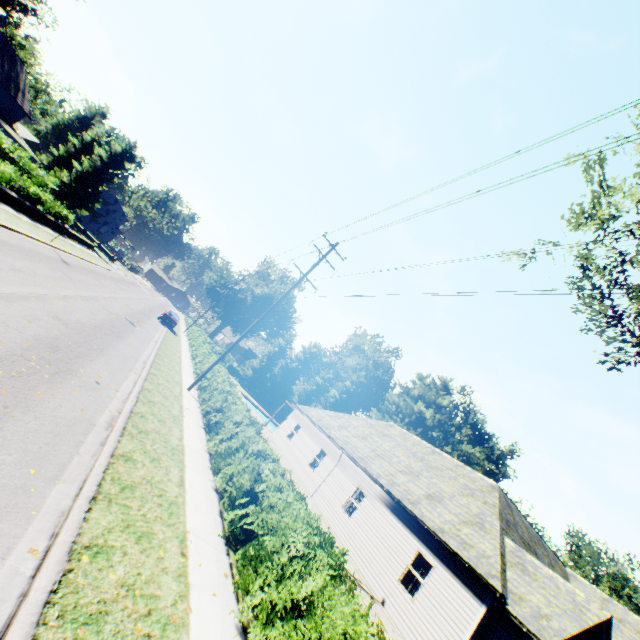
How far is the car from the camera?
34.2 meters

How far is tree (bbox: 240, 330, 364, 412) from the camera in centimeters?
5194cm

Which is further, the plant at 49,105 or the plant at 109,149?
the plant at 109,149

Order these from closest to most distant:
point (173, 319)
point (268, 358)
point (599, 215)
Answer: point (599, 215) < point (173, 319) < point (268, 358)

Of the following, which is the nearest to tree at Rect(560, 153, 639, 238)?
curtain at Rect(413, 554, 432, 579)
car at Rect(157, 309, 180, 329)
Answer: curtain at Rect(413, 554, 432, 579)

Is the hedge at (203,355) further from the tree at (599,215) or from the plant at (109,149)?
the plant at (109,149)

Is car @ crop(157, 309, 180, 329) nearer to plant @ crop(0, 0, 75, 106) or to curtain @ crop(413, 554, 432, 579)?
plant @ crop(0, 0, 75, 106)

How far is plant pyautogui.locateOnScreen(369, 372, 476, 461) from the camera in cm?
4925
